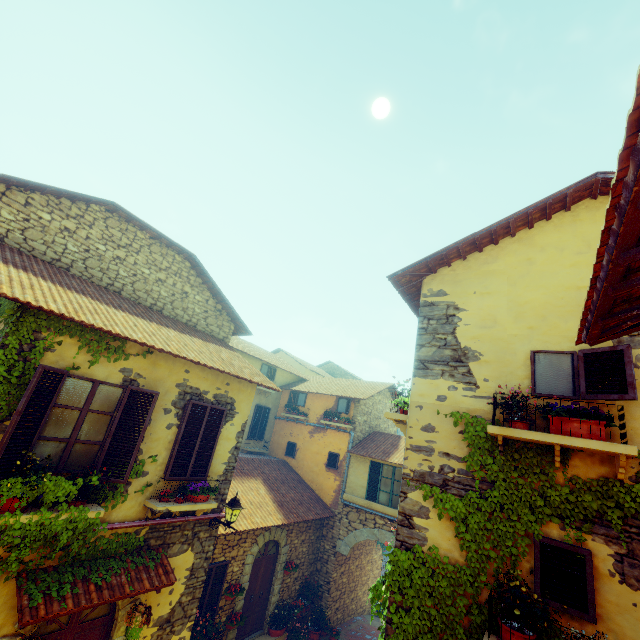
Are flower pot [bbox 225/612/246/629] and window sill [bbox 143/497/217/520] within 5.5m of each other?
yes

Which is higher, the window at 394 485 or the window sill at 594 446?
the window sill at 594 446

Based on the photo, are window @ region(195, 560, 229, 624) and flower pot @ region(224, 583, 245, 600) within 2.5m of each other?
yes

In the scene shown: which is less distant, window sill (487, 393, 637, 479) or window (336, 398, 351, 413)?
window sill (487, 393, 637, 479)

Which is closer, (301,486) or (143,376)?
(143,376)

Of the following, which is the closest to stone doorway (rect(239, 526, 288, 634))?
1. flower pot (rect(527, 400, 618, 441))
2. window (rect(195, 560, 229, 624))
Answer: window (rect(195, 560, 229, 624))

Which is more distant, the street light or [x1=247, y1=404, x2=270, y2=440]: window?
[x1=247, y1=404, x2=270, y2=440]: window

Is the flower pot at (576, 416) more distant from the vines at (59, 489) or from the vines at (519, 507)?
the vines at (59, 489)
